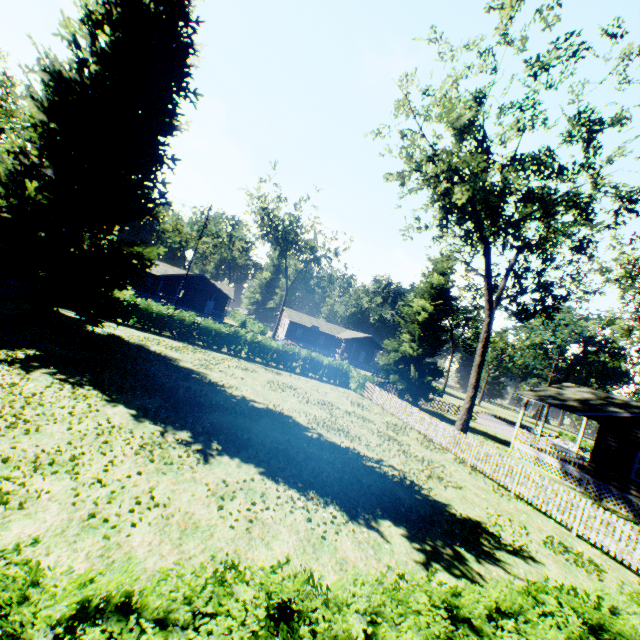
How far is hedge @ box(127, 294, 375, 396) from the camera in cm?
2445

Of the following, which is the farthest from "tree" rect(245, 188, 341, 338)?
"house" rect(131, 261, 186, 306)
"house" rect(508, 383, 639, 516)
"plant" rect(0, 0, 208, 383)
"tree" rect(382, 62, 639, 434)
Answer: "house" rect(508, 383, 639, 516)

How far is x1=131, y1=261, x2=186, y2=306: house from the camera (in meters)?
47.12

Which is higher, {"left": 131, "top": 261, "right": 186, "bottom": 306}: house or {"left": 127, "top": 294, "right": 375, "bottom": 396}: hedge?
{"left": 131, "top": 261, "right": 186, "bottom": 306}: house

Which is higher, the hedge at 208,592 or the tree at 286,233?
the tree at 286,233

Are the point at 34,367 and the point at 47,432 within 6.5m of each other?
yes

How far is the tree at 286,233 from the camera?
42.0 meters

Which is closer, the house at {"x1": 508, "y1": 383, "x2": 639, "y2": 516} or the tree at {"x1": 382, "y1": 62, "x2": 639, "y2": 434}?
the tree at {"x1": 382, "y1": 62, "x2": 639, "y2": 434}
